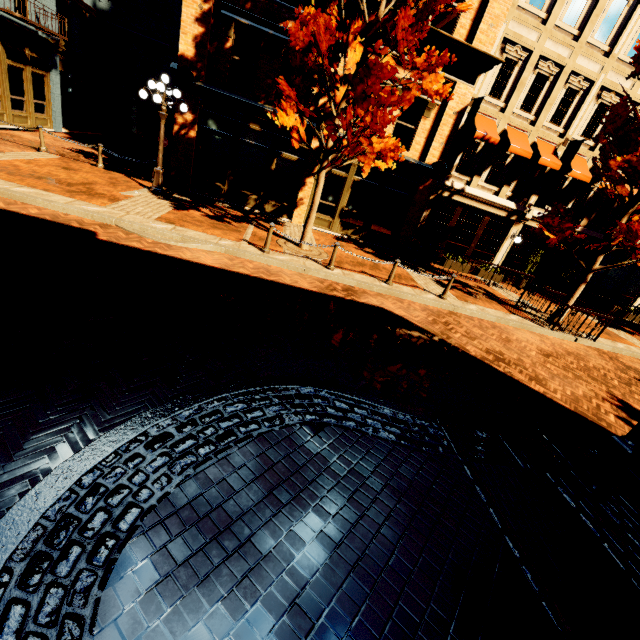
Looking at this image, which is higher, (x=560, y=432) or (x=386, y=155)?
(x=386, y=155)

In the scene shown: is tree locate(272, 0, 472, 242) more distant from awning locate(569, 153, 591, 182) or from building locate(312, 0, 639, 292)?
awning locate(569, 153, 591, 182)

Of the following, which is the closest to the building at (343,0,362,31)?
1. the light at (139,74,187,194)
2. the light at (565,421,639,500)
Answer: the light at (139,74,187,194)

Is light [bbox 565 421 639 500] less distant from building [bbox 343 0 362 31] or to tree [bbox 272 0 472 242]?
tree [bbox 272 0 472 242]

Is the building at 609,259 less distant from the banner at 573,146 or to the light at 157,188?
the banner at 573,146

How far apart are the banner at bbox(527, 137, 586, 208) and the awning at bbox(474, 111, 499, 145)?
3.4 meters

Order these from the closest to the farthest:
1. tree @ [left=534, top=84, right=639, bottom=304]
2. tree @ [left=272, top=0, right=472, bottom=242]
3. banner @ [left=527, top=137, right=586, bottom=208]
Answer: tree @ [left=272, top=0, right=472, bottom=242], tree @ [left=534, top=84, right=639, bottom=304], banner @ [left=527, top=137, right=586, bottom=208]

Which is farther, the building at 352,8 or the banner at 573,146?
the banner at 573,146
